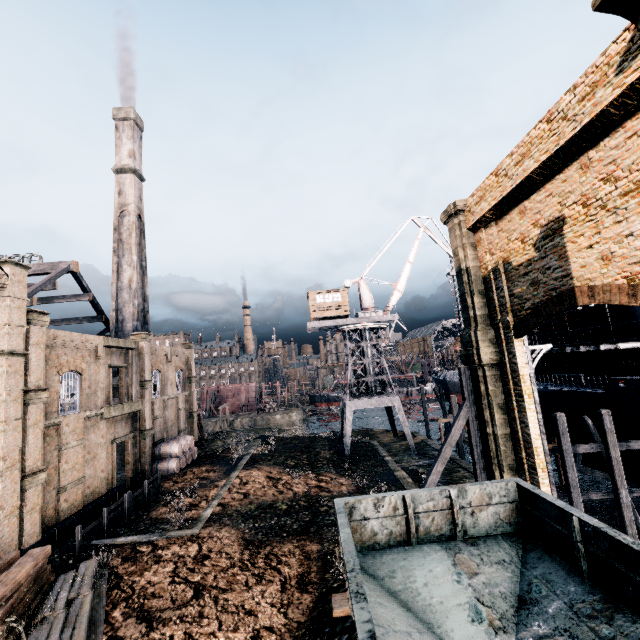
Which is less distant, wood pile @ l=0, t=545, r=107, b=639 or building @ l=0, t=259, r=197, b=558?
wood pile @ l=0, t=545, r=107, b=639

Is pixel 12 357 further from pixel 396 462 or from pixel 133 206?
pixel 396 462

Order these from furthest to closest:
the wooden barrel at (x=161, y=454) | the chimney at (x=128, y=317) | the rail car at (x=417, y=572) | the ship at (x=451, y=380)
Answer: the ship at (x=451, y=380) < the chimney at (x=128, y=317) < the wooden barrel at (x=161, y=454) < the rail car at (x=417, y=572)

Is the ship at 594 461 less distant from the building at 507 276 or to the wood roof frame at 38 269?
the wood roof frame at 38 269

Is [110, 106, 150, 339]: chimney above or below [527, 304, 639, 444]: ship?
above

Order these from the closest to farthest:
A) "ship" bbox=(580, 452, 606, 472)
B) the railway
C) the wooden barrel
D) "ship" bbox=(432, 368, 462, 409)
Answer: the railway → "ship" bbox=(580, 452, 606, 472) → the wooden barrel → "ship" bbox=(432, 368, 462, 409)

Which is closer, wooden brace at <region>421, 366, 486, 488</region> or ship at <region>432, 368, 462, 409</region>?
wooden brace at <region>421, 366, 486, 488</region>

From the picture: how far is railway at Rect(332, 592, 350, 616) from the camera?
9.96m
